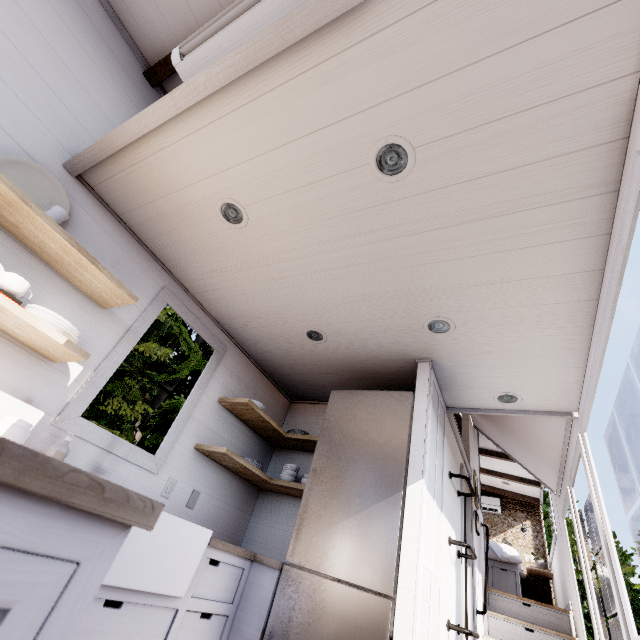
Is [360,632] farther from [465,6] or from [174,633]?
[465,6]

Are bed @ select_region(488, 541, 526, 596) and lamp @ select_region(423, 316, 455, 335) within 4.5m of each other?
no

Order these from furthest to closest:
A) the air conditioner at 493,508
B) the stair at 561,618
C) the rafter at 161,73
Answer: the air conditioner at 493,508 → the stair at 561,618 → the rafter at 161,73

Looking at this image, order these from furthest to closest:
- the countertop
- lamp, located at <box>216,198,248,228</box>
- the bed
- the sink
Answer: the bed < lamp, located at <box>216,198,248,228</box> < the sink < the countertop

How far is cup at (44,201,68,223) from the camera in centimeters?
179cm

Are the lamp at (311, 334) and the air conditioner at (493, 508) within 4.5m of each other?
no

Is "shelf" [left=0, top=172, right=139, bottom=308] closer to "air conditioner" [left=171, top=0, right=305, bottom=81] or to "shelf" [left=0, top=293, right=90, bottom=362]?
"shelf" [left=0, top=293, right=90, bottom=362]

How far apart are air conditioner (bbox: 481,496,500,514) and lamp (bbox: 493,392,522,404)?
6.8 meters
